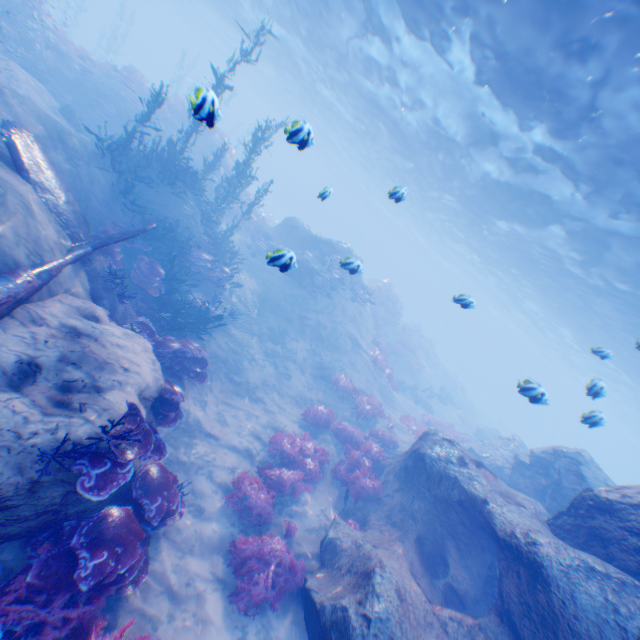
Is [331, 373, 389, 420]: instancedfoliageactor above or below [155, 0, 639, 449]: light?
below

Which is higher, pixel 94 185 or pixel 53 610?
pixel 94 185

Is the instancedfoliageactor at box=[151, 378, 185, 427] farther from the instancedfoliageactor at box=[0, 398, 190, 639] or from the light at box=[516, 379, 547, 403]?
the light at box=[516, 379, 547, 403]

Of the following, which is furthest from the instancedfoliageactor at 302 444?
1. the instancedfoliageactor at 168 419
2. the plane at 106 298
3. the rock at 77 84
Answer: the rock at 77 84

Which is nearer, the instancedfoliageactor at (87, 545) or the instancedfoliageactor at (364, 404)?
the instancedfoliageactor at (87, 545)

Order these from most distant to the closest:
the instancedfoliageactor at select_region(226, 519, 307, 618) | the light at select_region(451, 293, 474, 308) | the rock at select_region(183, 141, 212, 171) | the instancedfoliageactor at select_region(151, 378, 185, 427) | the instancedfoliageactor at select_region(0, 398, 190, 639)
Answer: the rock at select_region(183, 141, 212, 171) → the light at select_region(451, 293, 474, 308) → the instancedfoliageactor at select_region(151, 378, 185, 427) → the instancedfoliageactor at select_region(226, 519, 307, 618) → the instancedfoliageactor at select_region(0, 398, 190, 639)

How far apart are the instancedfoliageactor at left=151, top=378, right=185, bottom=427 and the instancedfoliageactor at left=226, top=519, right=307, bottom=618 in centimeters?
311cm

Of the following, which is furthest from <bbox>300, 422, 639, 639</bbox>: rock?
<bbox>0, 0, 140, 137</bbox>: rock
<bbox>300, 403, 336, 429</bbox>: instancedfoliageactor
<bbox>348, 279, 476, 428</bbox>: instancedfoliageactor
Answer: <bbox>348, 279, 476, 428</bbox>: instancedfoliageactor
